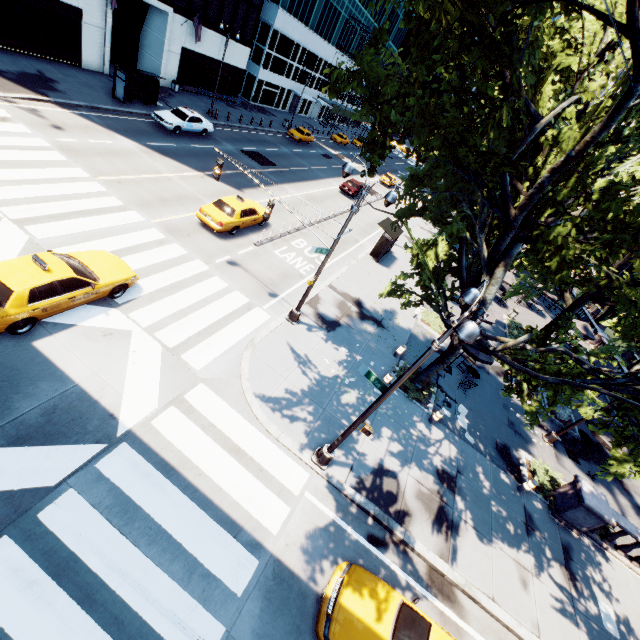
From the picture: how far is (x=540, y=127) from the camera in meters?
8.6

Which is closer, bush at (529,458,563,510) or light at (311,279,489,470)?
light at (311,279,489,470)

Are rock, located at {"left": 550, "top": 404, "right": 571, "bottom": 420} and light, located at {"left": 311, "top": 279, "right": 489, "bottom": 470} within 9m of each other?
no

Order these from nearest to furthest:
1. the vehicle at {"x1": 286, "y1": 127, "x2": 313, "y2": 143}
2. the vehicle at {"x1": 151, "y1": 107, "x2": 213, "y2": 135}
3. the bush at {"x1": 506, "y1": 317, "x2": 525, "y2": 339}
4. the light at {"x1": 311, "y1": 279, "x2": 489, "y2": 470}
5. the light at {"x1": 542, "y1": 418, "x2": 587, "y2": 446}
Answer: the light at {"x1": 311, "y1": 279, "x2": 489, "y2": 470}
the light at {"x1": 542, "y1": 418, "x2": 587, "y2": 446}
the vehicle at {"x1": 151, "y1": 107, "x2": 213, "y2": 135}
the bush at {"x1": 506, "y1": 317, "x2": 525, "y2": 339}
the vehicle at {"x1": 286, "y1": 127, "x2": 313, "y2": 143}

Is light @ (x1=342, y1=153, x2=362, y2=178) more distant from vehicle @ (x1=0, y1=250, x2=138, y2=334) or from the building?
the building

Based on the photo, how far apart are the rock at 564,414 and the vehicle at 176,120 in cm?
3342

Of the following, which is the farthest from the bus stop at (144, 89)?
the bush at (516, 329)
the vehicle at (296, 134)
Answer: the vehicle at (296, 134)

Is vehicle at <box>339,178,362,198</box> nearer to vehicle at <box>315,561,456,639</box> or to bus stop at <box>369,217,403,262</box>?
bus stop at <box>369,217,403,262</box>
